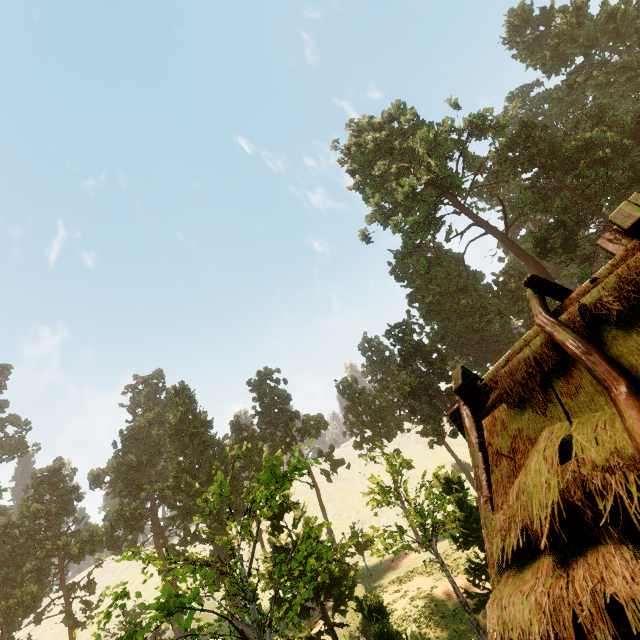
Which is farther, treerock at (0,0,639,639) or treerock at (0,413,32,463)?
treerock at (0,413,32,463)

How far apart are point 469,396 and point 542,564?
1.7 meters

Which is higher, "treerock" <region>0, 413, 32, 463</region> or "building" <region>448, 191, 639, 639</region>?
"treerock" <region>0, 413, 32, 463</region>

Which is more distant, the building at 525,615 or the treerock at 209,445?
the treerock at 209,445

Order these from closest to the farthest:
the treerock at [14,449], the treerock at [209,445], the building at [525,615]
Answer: the building at [525,615] → the treerock at [209,445] → the treerock at [14,449]

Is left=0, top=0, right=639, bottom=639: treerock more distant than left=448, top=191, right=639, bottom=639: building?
Yes

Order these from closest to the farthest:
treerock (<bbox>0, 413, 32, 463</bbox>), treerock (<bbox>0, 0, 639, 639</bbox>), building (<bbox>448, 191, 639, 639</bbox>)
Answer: building (<bbox>448, 191, 639, 639</bbox>) < treerock (<bbox>0, 0, 639, 639</bbox>) < treerock (<bbox>0, 413, 32, 463</bbox>)
